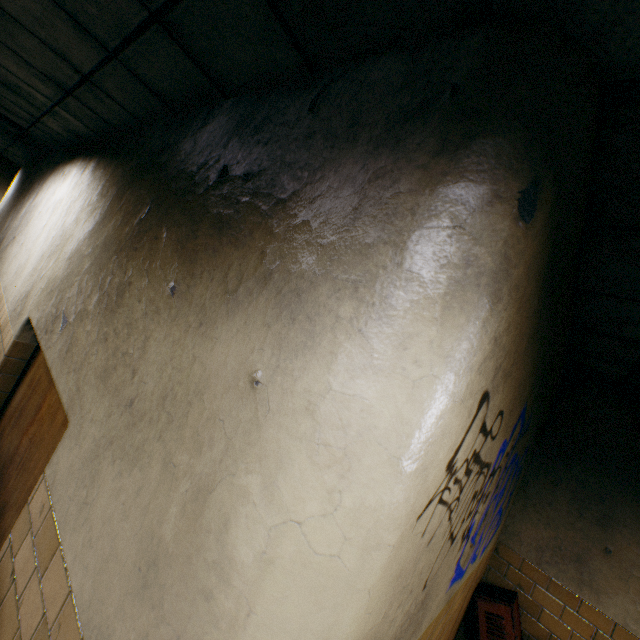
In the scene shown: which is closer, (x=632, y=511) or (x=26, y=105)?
(x=632, y=511)

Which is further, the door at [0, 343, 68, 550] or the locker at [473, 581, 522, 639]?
the locker at [473, 581, 522, 639]

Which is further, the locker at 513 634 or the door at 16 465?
the locker at 513 634
